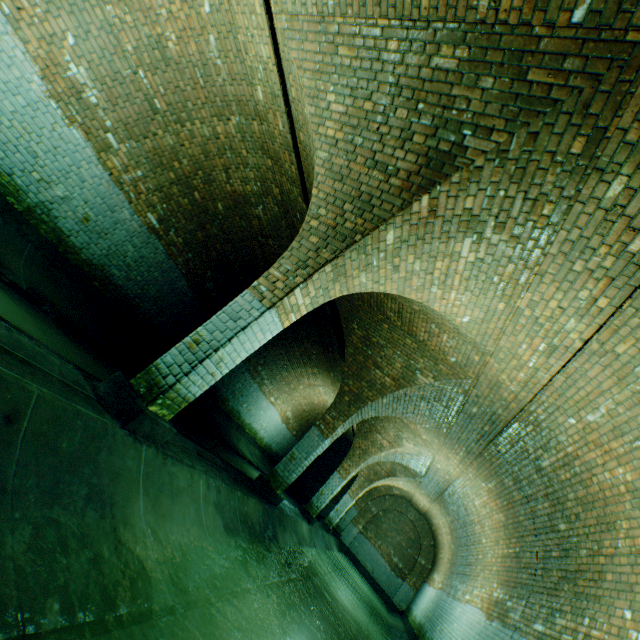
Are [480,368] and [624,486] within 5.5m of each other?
yes
